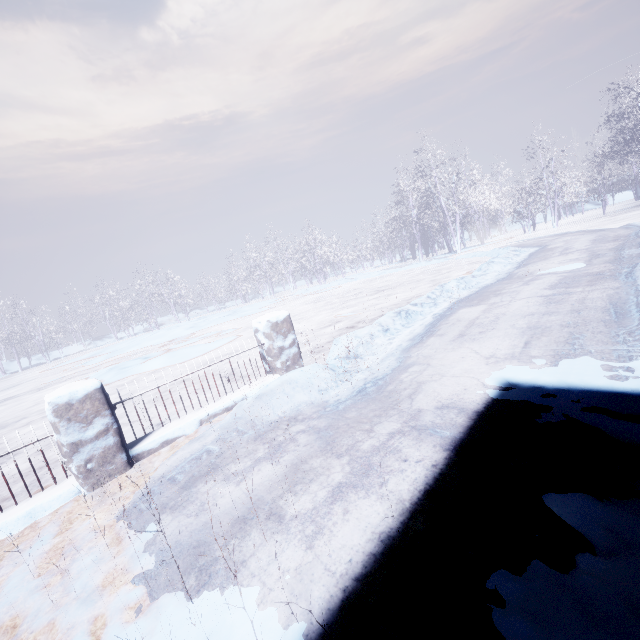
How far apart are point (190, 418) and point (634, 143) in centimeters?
3443cm
